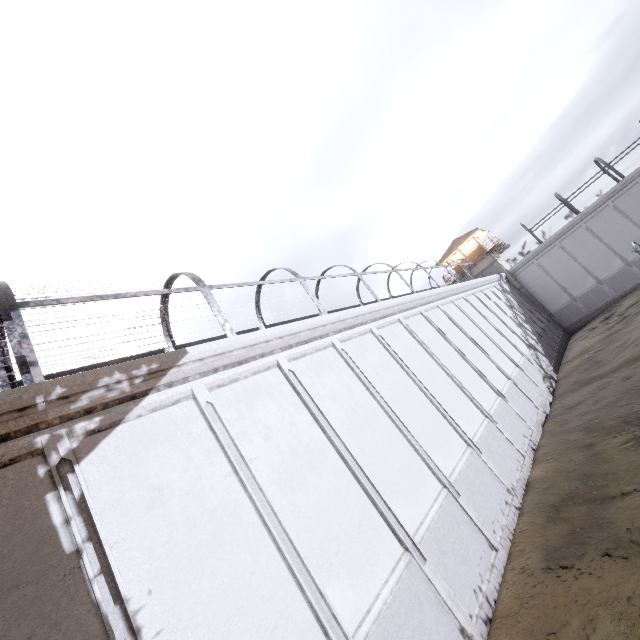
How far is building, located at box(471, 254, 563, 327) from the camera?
34.1 meters

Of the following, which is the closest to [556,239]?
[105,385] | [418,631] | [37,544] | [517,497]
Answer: [517,497]

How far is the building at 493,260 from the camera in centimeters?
3406cm

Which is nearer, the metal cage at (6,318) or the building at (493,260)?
the metal cage at (6,318)

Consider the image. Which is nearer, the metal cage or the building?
the metal cage
